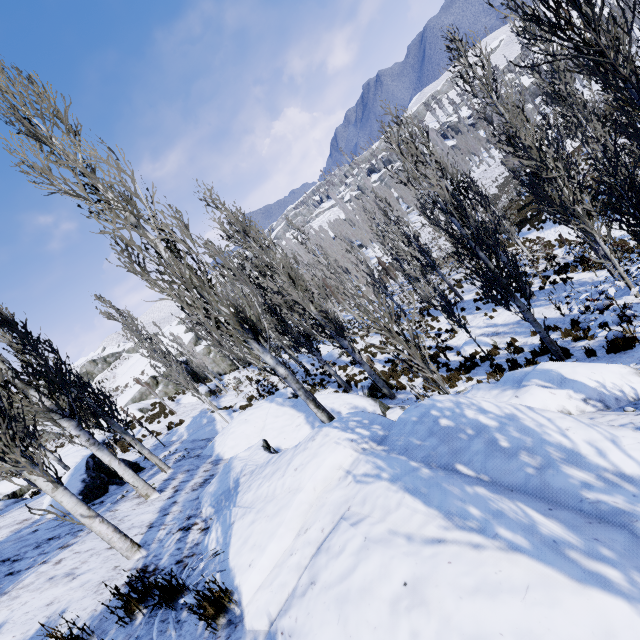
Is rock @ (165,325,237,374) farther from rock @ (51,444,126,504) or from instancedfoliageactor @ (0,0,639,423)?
rock @ (51,444,126,504)

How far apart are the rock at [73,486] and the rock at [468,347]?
13.2 meters

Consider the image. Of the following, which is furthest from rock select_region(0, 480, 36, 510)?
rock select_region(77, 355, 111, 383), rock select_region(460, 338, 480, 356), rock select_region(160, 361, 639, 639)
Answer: rock select_region(460, 338, 480, 356)

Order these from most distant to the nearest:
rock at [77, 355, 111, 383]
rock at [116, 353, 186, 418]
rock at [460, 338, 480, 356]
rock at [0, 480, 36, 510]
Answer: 1. rock at [77, 355, 111, 383]
2. rock at [116, 353, 186, 418]
3. rock at [460, 338, 480, 356]
4. rock at [0, 480, 36, 510]

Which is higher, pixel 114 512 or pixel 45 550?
pixel 45 550

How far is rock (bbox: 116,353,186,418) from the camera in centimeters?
2753cm

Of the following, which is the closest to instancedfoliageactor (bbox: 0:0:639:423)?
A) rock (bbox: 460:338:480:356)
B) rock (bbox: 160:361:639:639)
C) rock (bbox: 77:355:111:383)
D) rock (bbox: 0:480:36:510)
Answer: rock (bbox: 160:361:639:639)

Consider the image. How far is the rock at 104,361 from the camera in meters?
55.2
